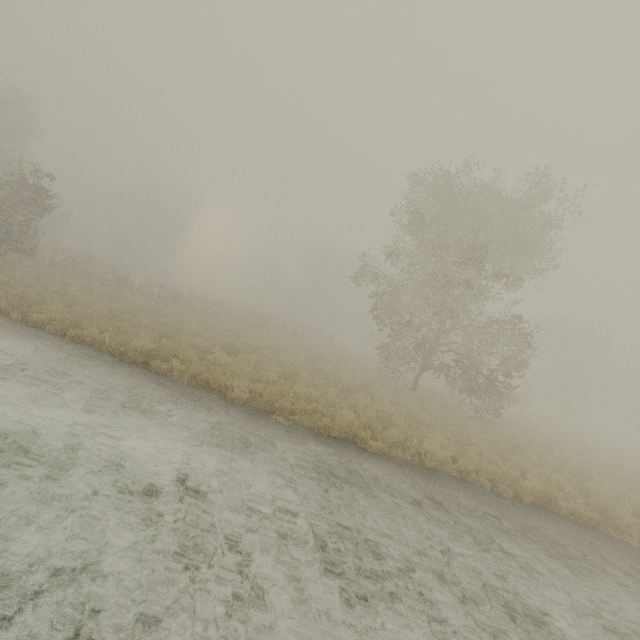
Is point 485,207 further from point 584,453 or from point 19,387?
point 19,387
